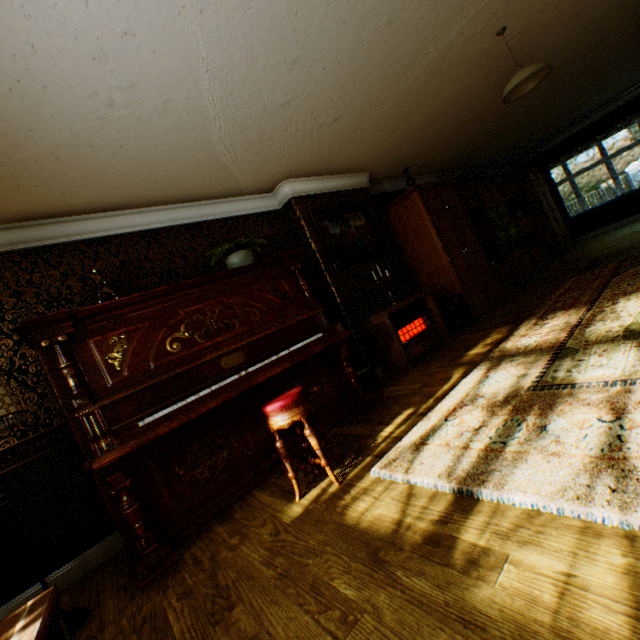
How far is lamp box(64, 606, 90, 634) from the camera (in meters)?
2.04

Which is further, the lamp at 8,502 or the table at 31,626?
the lamp at 8,502

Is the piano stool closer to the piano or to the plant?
the piano

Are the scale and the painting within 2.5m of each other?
yes

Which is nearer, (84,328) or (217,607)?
(217,607)

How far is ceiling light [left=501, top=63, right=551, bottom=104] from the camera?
3.3 meters

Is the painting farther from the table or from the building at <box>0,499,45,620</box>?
the table

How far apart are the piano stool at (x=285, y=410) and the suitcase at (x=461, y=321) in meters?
3.7
